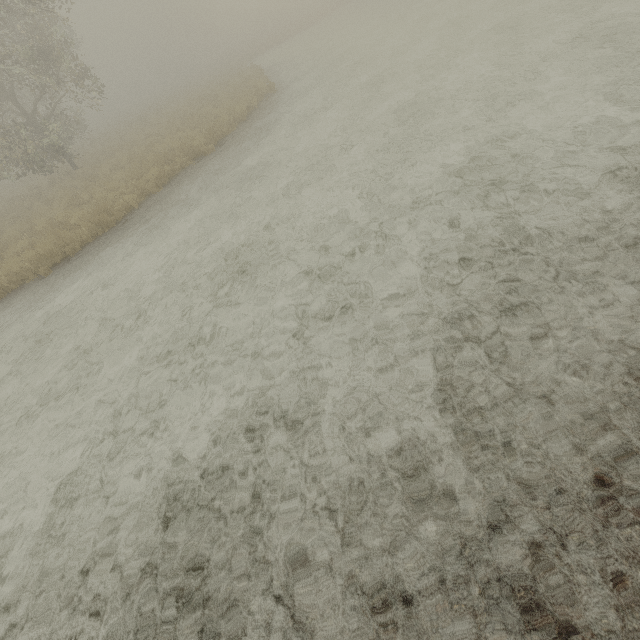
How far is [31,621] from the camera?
3.38m
